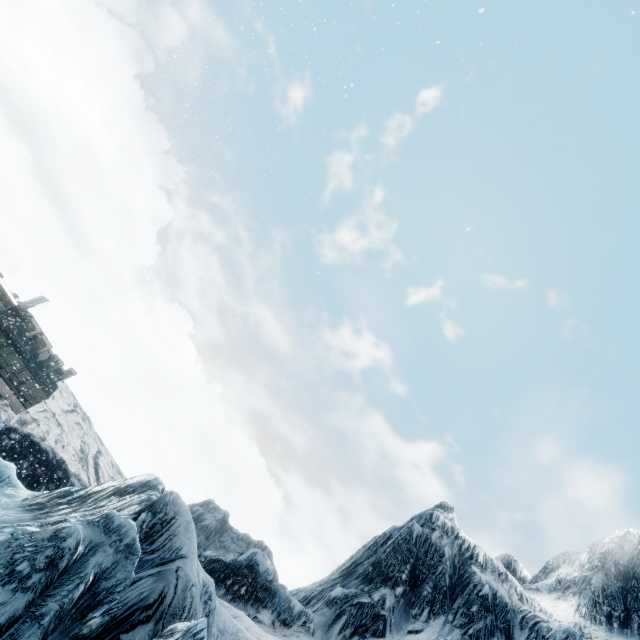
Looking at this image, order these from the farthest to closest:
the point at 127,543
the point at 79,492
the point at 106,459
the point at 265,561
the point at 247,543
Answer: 1. the point at 106,459
2. the point at 247,543
3. the point at 265,561
4. the point at 79,492
5. the point at 127,543
